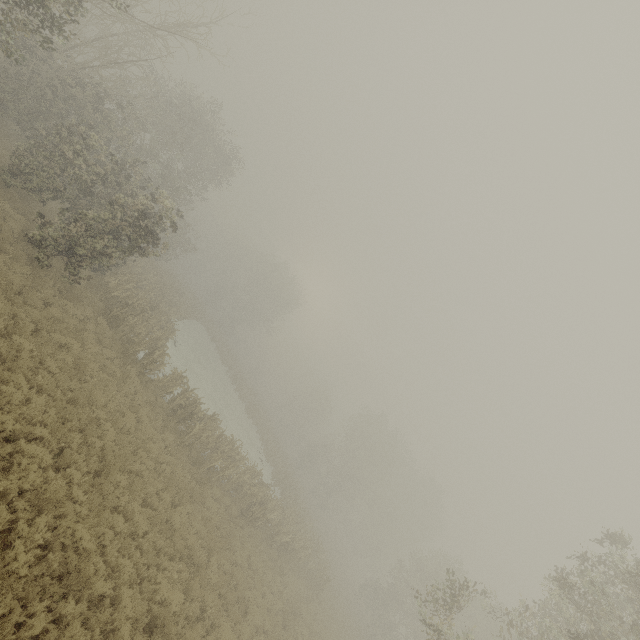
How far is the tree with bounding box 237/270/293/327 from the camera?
55.9m

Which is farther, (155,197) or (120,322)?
(155,197)

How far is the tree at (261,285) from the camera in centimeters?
5594cm
